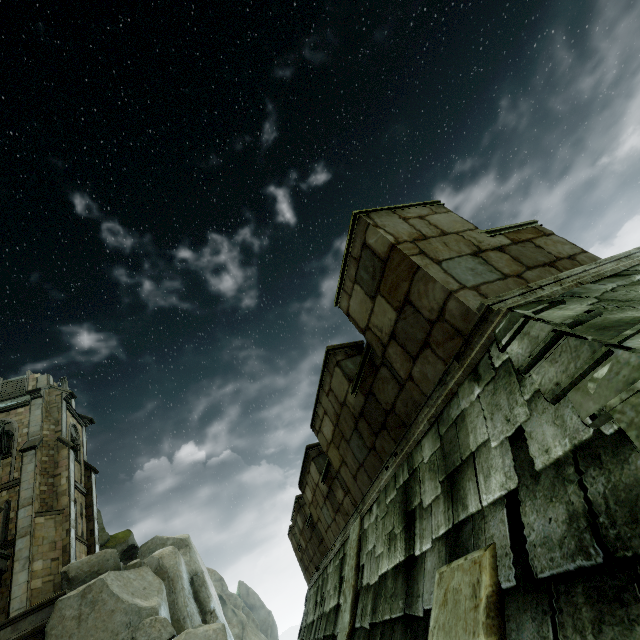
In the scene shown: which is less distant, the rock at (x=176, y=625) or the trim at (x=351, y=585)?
the trim at (x=351, y=585)

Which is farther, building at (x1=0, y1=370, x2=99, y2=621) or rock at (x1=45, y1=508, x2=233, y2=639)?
building at (x1=0, y1=370, x2=99, y2=621)

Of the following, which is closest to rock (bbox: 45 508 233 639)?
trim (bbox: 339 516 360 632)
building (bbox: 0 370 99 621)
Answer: building (bbox: 0 370 99 621)

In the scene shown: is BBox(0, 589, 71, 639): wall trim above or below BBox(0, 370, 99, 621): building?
below

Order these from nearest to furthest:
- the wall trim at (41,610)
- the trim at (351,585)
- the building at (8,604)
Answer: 1. the trim at (351,585)
2. the wall trim at (41,610)
3. the building at (8,604)

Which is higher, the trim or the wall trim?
the wall trim

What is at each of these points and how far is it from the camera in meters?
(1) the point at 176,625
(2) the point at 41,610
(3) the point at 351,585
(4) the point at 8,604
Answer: (1) rock, 18.8
(2) wall trim, 15.7
(3) trim, 4.6
(4) building, 15.8

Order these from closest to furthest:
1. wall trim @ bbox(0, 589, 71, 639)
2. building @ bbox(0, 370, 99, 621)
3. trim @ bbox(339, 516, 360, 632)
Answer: trim @ bbox(339, 516, 360, 632) < wall trim @ bbox(0, 589, 71, 639) < building @ bbox(0, 370, 99, 621)
